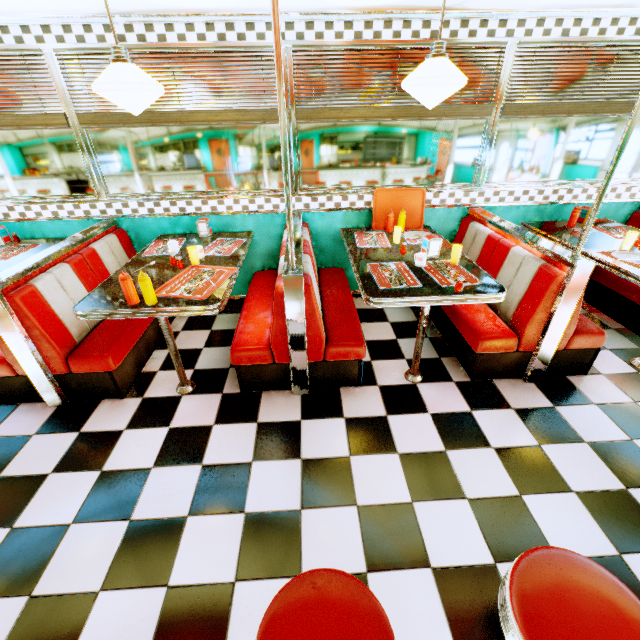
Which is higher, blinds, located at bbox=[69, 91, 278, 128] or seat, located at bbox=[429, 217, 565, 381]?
blinds, located at bbox=[69, 91, 278, 128]

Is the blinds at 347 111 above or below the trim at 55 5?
below

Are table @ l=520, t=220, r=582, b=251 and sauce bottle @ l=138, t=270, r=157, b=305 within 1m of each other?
no

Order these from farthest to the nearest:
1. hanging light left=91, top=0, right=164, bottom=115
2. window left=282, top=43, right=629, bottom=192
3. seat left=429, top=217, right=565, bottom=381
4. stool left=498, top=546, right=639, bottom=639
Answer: window left=282, top=43, right=629, bottom=192 < seat left=429, top=217, right=565, bottom=381 < hanging light left=91, top=0, right=164, bottom=115 < stool left=498, top=546, right=639, bottom=639

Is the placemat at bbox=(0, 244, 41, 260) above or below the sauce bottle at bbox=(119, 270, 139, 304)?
below

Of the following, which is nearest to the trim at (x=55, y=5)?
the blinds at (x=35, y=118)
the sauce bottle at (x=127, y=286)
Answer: the blinds at (x=35, y=118)

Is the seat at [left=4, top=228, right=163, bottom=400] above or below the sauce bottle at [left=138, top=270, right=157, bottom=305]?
below

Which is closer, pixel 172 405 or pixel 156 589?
pixel 156 589
